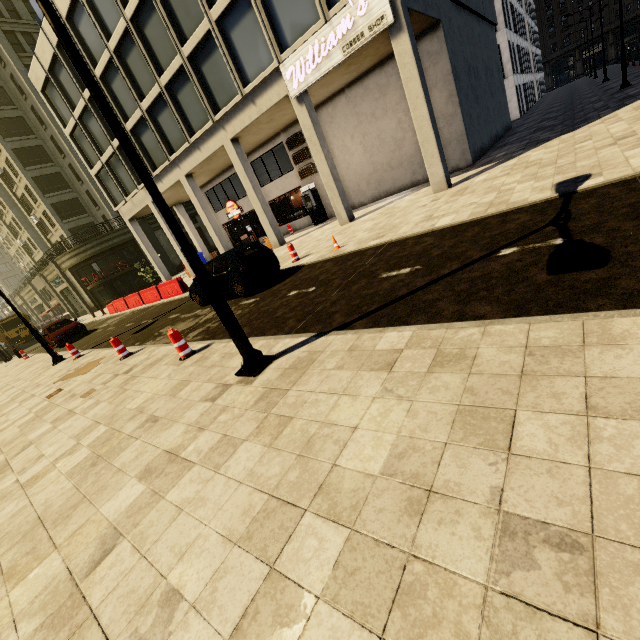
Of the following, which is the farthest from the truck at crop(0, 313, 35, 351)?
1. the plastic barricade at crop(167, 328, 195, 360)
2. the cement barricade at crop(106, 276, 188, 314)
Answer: the plastic barricade at crop(167, 328, 195, 360)

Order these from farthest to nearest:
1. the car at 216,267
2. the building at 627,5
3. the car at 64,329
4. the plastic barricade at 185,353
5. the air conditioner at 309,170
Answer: the building at 627,5, the air conditioner at 309,170, the car at 64,329, the car at 216,267, the plastic barricade at 185,353

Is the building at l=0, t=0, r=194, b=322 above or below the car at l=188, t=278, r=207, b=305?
above

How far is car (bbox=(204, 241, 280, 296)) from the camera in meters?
9.9

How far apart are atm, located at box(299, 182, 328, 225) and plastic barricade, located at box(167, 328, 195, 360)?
15.3m

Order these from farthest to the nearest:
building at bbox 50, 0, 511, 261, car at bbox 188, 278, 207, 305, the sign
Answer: building at bbox 50, 0, 511, 261
car at bbox 188, 278, 207, 305
the sign

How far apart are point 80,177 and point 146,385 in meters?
41.9 m

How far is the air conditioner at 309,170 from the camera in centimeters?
1986cm
